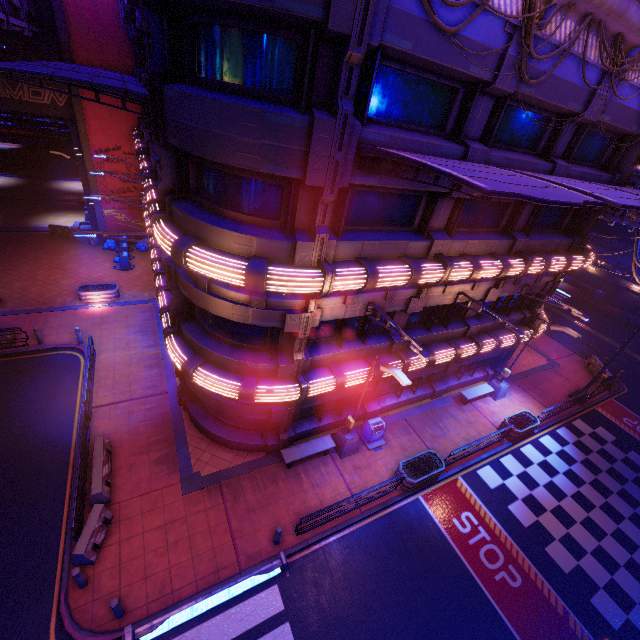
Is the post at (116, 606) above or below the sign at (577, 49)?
below

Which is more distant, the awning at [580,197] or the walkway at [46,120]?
the walkway at [46,120]

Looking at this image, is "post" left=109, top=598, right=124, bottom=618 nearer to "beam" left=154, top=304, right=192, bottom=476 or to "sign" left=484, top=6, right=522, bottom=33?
"beam" left=154, top=304, right=192, bottom=476

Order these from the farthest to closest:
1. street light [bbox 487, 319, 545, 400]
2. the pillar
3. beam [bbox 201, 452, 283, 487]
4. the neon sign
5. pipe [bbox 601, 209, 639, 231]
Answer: pipe [bbox 601, 209, 639, 231], street light [bbox 487, 319, 545, 400], beam [bbox 201, 452, 283, 487], the pillar, the neon sign

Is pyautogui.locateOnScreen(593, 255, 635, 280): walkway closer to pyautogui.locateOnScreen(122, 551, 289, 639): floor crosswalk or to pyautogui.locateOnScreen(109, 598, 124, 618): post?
pyautogui.locateOnScreen(122, 551, 289, 639): floor crosswalk

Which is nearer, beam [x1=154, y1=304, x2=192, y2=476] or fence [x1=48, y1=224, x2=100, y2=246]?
beam [x1=154, y1=304, x2=192, y2=476]

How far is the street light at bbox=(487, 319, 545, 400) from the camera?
18.21m

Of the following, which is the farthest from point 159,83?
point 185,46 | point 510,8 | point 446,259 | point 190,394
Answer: point 190,394
